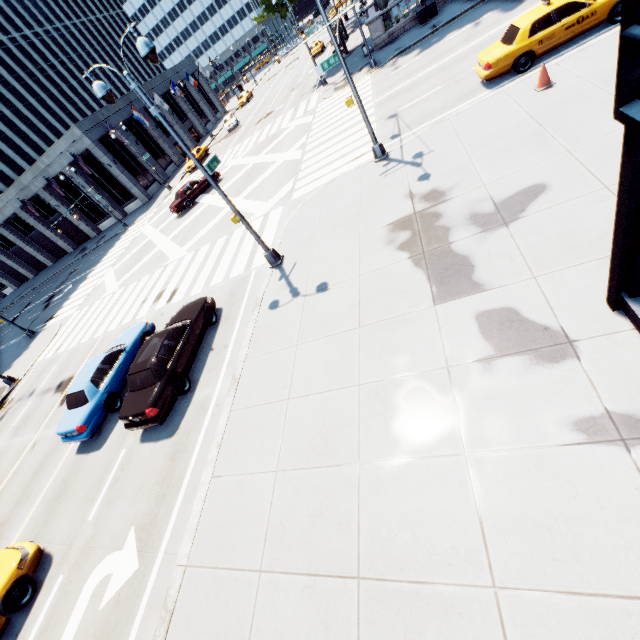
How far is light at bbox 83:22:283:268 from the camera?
8.0 meters

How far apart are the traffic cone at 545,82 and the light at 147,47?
10.3 meters

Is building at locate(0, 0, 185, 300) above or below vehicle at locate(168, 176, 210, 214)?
above

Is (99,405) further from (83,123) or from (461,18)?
(83,123)

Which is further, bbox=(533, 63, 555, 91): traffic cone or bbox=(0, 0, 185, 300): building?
bbox=(0, 0, 185, 300): building

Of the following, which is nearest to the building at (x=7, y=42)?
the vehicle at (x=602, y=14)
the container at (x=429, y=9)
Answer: the container at (x=429, y=9)

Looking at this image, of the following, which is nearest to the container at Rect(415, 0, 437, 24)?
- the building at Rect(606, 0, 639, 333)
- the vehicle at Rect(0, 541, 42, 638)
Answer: the building at Rect(606, 0, 639, 333)

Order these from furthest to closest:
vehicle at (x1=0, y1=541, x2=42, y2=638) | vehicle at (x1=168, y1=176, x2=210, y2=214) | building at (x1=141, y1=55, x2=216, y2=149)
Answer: building at (x1=141, y1=55, x2=216, y2=149)
vehicle at (x1=168, y1=176, x2=210, y2=214)
vehicle at (x1=0, y1=541, x2=42, y2=638)
